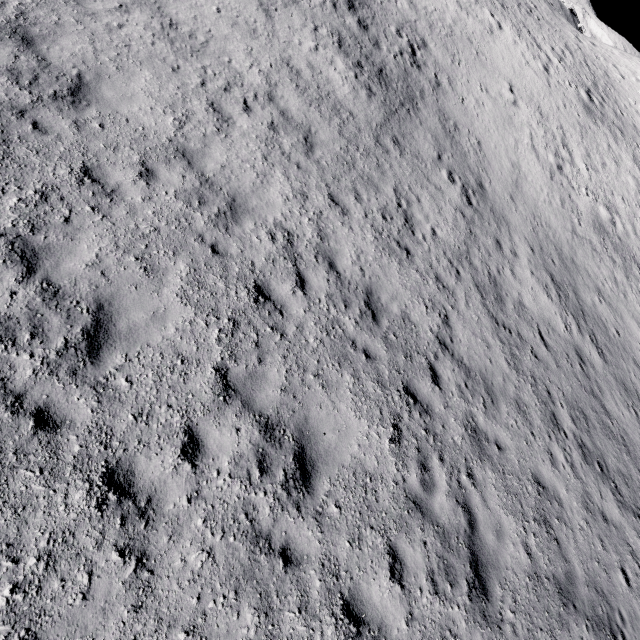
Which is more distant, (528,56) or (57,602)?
(528,56)
